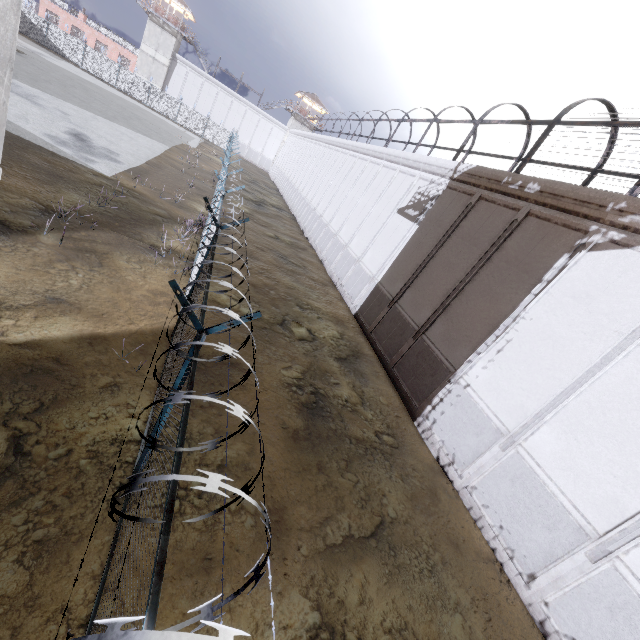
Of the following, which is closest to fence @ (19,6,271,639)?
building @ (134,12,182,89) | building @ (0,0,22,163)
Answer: building @ (0,0,22,163)

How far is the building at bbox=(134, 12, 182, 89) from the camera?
47.1 meters

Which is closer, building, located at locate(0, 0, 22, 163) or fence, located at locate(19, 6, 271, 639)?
fence, located at locate(19, 6, 271, 639)

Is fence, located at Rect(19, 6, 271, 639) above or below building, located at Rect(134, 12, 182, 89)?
below

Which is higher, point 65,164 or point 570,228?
point 570,228

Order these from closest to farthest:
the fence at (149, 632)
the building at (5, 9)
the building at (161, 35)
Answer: the fence at (149, 632) → the building at (5, 9) → the building at (161, 35)

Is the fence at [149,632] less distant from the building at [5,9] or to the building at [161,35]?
the building at [5,9]
